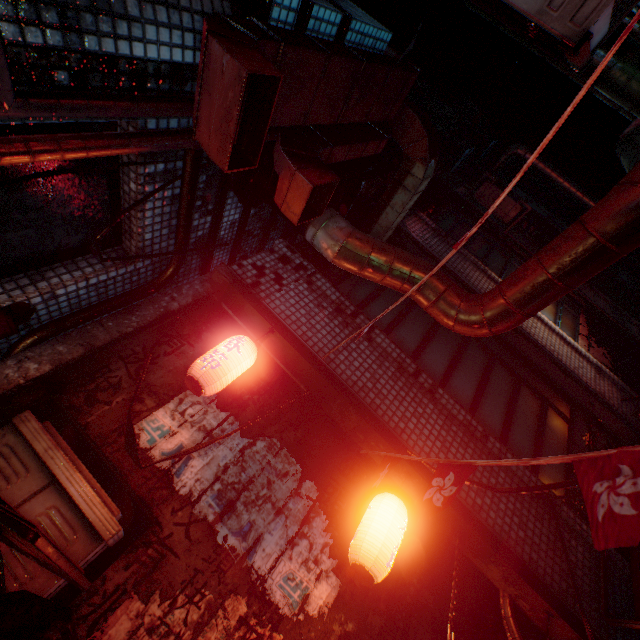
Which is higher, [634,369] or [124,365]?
[634,369]

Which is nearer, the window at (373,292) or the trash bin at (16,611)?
the trash bin at (16,611)

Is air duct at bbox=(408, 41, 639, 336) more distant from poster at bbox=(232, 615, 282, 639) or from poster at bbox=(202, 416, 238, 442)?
poster at bbox=(232, 615, 282, 639)

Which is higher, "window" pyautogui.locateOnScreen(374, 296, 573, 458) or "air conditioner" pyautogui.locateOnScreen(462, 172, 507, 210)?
"air conditioner" pyautogui.locateOnScreen(462, 172, 507, 210)

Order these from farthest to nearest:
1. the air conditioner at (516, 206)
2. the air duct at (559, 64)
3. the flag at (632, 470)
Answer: the air conditioner at (516, 206) < the air duct at (559, 64) < the flag at (632, 470)

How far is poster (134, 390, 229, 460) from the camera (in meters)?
1.99

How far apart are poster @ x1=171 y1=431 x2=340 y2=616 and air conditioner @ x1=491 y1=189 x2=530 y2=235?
6.48m

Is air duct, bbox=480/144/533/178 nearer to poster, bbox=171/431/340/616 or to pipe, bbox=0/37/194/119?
poster, bbox=171/431/340/616
